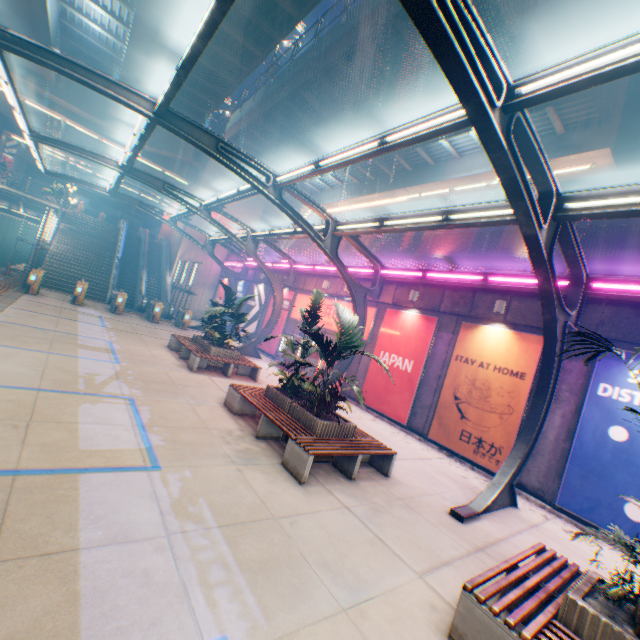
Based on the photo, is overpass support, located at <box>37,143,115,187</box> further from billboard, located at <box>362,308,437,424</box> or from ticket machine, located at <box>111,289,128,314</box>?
ticket machine, located at <box>111,289,128,314</box>

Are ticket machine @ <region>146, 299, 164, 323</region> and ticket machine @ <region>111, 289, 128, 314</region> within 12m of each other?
yes

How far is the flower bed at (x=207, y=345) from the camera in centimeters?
1244cm

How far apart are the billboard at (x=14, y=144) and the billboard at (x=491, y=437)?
79.3m

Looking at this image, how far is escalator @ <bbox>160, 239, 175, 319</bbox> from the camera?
24.8 meters

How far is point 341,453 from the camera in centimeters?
632cm

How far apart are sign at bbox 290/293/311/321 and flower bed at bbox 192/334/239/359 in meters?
5.2

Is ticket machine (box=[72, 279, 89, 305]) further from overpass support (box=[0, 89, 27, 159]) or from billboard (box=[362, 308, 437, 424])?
billboard (box=[362, 308, 437, 424])
